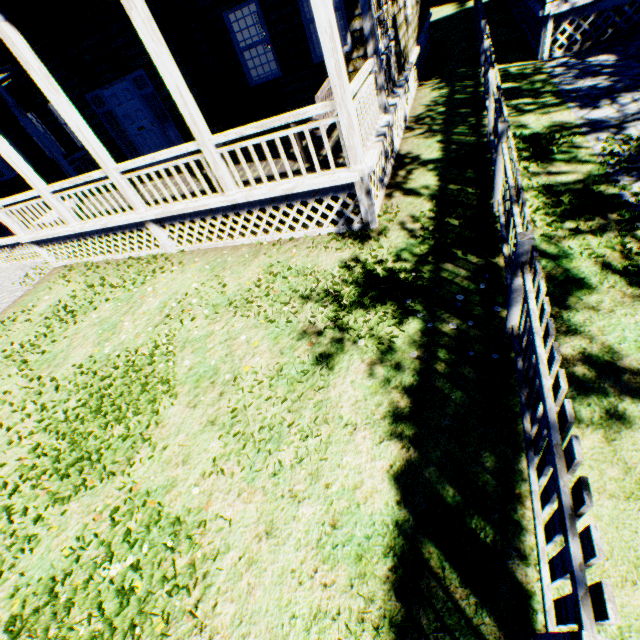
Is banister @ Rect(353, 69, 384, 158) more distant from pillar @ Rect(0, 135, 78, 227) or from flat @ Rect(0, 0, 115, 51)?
pillar @ Rect(0, 135, 78, 227)

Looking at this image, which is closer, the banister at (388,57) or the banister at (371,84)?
the banister at (371,84)

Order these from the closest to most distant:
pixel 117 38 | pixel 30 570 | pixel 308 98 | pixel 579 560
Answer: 1. pixel 579 560
2. pixel 30 570
3. pixel 117 38
4. pixel 308 98

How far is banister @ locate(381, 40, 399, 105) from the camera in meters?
6.7 m

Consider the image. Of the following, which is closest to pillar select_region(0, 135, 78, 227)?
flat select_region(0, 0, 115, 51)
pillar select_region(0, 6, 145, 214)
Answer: flat select_region(0, 0, 115, 51)

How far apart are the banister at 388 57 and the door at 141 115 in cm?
689

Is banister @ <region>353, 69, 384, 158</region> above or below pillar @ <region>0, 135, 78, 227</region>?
below

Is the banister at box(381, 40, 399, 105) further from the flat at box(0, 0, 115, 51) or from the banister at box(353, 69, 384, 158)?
the flat at box(0, 0, 115, 51)
